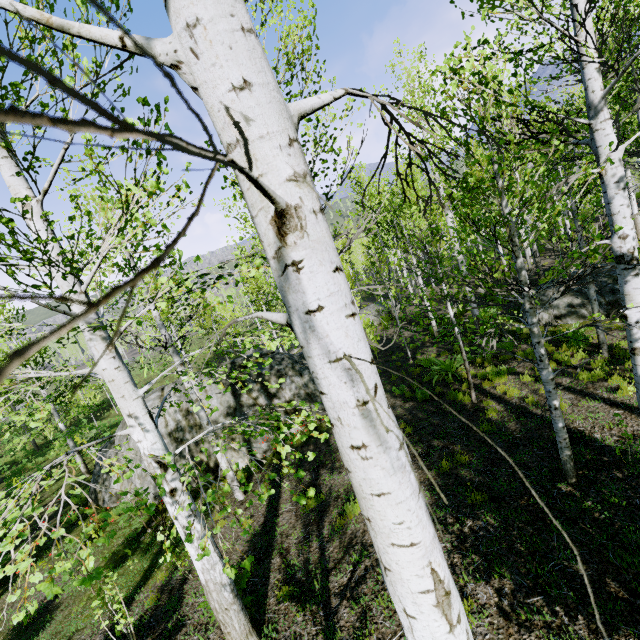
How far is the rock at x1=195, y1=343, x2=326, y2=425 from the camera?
11.99m

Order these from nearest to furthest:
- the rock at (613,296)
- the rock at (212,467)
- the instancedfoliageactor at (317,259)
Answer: the instancedfoliageactor at (317,259)
the rock at (613,296)
the rock at (212,467)

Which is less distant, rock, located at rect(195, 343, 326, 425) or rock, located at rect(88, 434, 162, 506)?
rock, located at rect(88, 434, 162, 506)

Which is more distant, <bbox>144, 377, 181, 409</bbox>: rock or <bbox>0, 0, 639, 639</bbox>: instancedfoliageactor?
<bbox>144, 377, 181, 409</bbox>: rock

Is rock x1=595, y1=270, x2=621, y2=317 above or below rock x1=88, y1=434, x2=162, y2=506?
above

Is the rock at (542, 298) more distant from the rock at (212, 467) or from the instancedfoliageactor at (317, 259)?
the rock at (212, 467)

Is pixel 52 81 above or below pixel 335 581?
above
